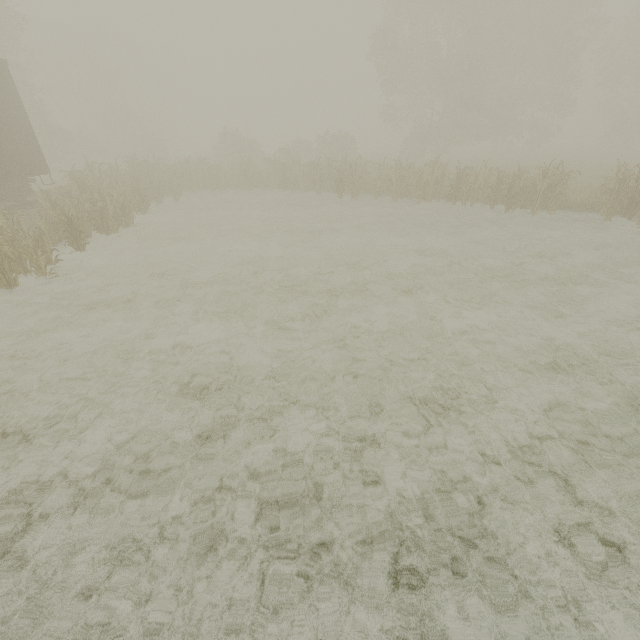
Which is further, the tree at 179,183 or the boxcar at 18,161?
the tree at 179,183

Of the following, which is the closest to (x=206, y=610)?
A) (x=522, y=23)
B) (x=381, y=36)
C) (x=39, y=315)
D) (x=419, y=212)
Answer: (x=39, y=315)

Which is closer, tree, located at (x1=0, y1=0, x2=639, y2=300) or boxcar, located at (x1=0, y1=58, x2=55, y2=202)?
boxcar, located at (x1=0, y1=58, x2=55, y2=202)
